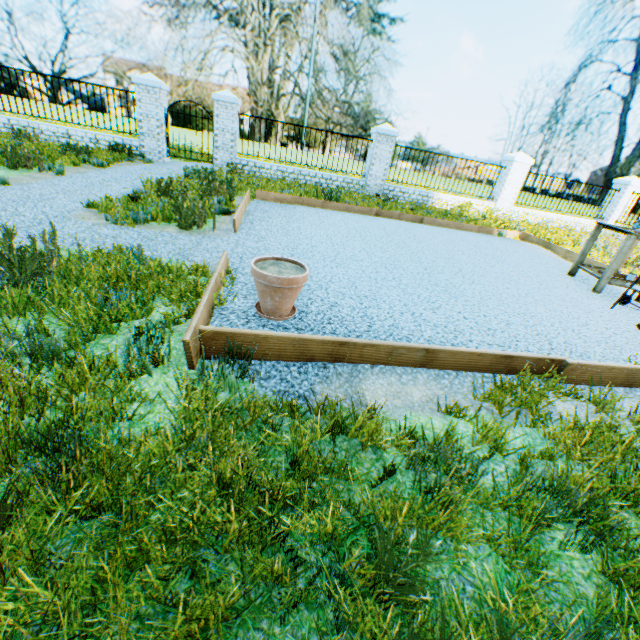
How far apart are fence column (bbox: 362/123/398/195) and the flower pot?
10.66m

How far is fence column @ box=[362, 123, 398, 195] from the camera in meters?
11.5

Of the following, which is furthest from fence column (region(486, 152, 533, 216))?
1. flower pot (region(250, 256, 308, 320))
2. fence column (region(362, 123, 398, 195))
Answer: flower pot (region(250, 256, 308, 320))

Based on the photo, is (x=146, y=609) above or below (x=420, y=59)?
below

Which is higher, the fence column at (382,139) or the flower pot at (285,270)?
the fence column at (382,139)

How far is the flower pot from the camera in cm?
252

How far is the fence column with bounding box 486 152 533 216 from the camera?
12.5m

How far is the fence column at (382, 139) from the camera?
11.48m
